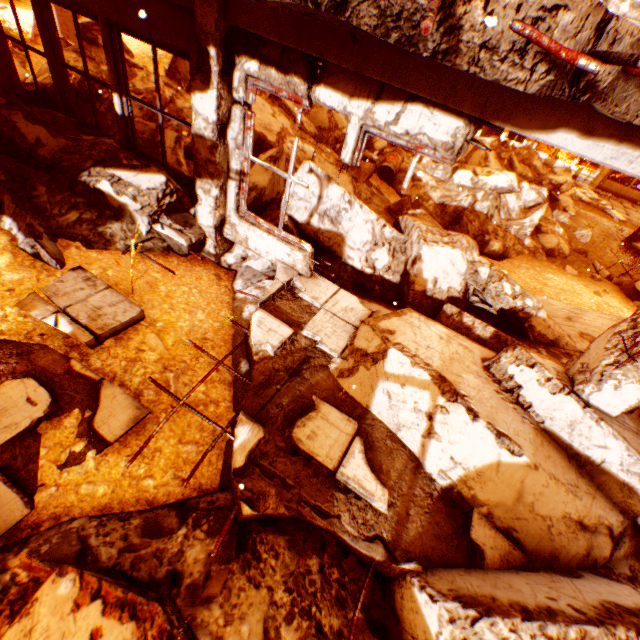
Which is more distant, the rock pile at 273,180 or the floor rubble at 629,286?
the floor rubble at 629,286

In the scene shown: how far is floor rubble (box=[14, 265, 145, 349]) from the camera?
3.2m

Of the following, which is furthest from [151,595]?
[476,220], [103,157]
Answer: [476,220]

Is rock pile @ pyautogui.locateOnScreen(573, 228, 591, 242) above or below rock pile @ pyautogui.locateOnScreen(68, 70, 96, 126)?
below

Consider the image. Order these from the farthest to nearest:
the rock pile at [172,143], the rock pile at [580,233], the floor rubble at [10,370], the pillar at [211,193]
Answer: the rock pile at [580,233], the rock pile at [172,143], the pillar at [211,193], the floor rubble at [10,370]

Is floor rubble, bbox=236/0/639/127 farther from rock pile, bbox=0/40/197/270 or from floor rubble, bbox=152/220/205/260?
floor rubble, bbox=152/220/205/260

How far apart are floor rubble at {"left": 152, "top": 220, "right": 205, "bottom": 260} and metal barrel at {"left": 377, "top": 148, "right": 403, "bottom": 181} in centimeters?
662cm

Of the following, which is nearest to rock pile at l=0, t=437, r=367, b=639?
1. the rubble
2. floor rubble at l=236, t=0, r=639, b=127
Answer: the rubble
